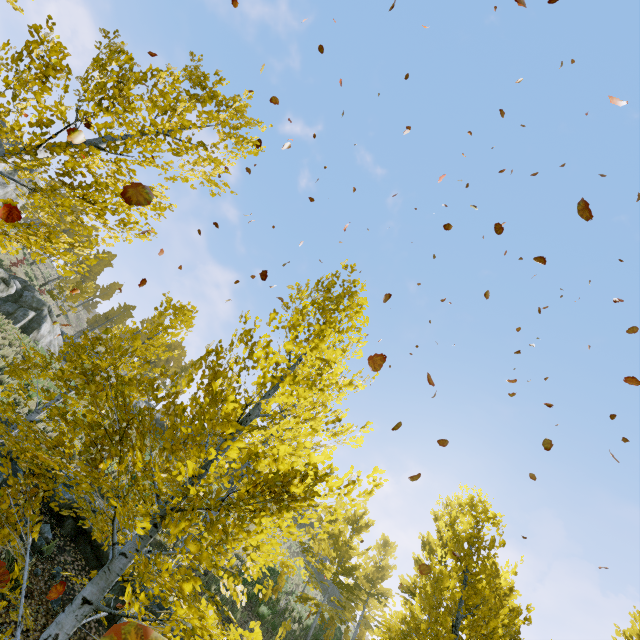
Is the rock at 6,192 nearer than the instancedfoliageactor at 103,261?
No

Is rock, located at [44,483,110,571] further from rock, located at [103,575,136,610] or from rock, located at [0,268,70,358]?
rock, located at [0,268,70,358]

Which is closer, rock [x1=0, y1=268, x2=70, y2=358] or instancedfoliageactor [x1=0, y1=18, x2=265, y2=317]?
instancedfoliageactor [x1=0, y1=18, x2=265, y2=317]

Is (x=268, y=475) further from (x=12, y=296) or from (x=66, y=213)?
(x=12, y=296)

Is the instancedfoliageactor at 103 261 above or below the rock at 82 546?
above

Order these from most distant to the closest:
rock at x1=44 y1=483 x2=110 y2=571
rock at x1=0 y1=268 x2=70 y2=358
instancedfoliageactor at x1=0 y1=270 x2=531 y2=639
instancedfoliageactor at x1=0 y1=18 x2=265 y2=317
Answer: rock at x1=0 y1=268 x2=70 y2=358 → rock at x1=44 y1=483 x2=110 y2=571 → instancedfoliageactor at x1=0 y1=18 x2=265 y2=317 → instancedfoliageactor at x1=0 y1=270 x2=531 y2=639

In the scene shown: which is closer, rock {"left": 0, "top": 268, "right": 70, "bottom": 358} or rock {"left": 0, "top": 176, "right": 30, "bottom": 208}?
rock {"left": 0, "top": 268, "right": 70, "bottom": 358}

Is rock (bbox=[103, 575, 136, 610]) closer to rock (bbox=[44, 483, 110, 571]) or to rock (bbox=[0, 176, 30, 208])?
rock (bbox=[44, 483, 110, 571])
